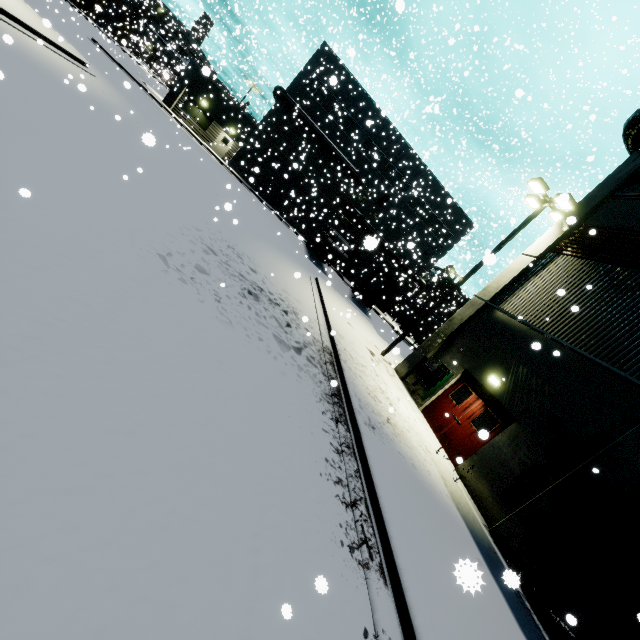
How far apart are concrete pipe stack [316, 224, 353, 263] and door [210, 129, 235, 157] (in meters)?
14.69

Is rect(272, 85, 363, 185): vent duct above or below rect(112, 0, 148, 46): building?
above

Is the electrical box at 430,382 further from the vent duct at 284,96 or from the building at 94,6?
the vent duct at 284,96

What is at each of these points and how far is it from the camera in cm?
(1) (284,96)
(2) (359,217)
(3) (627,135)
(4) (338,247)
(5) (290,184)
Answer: (1) vent duct, 3138
(2) pipe, 3538
(3) vent duct, 1280
(4) concrete pipe stack, 2633
(5) roll-up door, 3550

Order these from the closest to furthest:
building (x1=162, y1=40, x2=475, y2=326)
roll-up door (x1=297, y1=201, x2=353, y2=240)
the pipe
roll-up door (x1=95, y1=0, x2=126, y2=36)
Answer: building (x1=162, y1=40, x2=475, y2=326)
the pipe
roll-up door (x1=297, y1=201, x2=353, y2=240)
roll-up door (x1=95, y1=0, x2=126, y2=36)

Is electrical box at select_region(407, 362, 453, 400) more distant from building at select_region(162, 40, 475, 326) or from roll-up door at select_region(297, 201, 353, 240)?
roll-up door at select_region(297, 201, 353, 240)

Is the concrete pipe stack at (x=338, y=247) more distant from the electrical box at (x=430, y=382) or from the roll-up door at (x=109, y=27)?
the roll-up door at (x=109, y=27)

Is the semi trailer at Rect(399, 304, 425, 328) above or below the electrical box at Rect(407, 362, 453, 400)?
above
